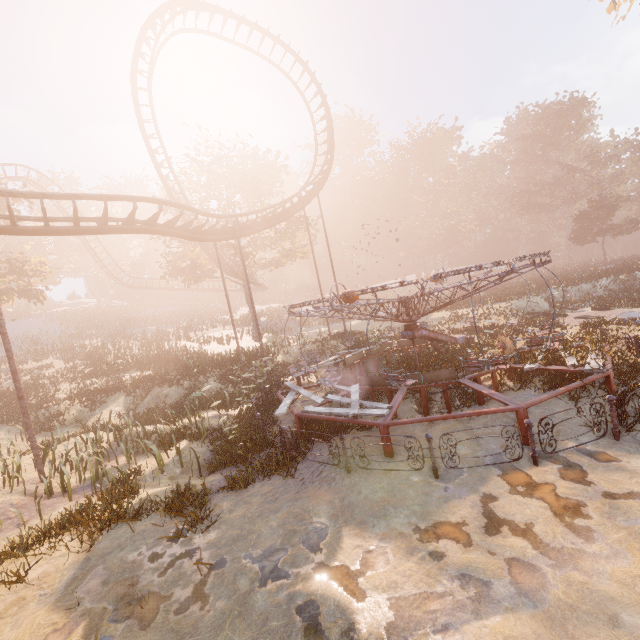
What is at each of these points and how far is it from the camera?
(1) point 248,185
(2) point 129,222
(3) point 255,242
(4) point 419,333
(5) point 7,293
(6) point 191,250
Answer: (1) tree, 29.3 meters
(2) roller coaster, 13.2 meters
(3) tree, 30.5 meters
(4) merry-go-round, 13.3 meters
(5) tree, 25.9 meters
(6) tree, 29.0 meters

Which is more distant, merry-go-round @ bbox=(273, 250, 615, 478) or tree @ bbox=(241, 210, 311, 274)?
tree @ bbox=(241, 210, 311, 274)

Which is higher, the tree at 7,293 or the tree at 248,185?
the tree at 248,185

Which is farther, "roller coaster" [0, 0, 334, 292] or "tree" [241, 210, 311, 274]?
"tree" [241, 210, 311, 274]

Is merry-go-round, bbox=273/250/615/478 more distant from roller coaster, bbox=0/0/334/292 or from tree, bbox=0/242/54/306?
tree, bbox=0/242/54/306

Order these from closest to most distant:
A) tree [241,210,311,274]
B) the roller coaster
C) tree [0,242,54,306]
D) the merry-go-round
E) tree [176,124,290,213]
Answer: the merry-go-round, the roller coaster, tree [0,242,54,306], tree [176,124,290,213], tree [241,210,311,274]

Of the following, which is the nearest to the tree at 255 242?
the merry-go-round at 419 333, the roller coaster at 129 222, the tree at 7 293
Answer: the roller coaster at 129 222
